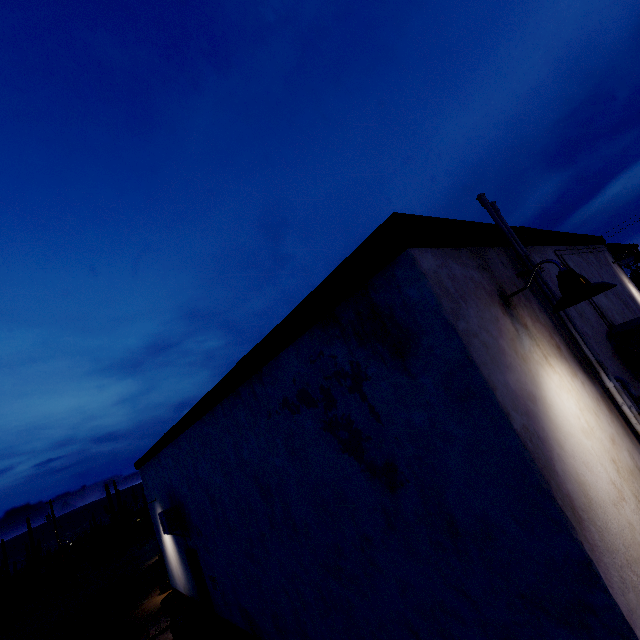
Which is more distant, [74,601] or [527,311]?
[74,601]

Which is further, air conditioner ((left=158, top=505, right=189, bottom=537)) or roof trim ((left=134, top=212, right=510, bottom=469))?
air conditioner ((left=158, top=505, right=189, bottom=537))

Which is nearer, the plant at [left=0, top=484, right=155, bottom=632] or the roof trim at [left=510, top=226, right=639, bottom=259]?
the roof trim at [left=510, top=226, right=639, bottom=259]

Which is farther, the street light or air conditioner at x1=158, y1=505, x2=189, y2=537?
air conditioner at x1=158, y1=505, x2=189, y2=537

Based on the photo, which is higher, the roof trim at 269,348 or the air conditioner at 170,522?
the roof trim at 269,348

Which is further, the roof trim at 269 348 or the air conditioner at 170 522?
the air conditioner at 170 522

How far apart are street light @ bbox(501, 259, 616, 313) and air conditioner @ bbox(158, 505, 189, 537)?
9.1m

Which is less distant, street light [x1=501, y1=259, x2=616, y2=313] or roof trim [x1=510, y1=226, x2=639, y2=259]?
street light [x1=501, y1=259, x2=616, y2=313]
